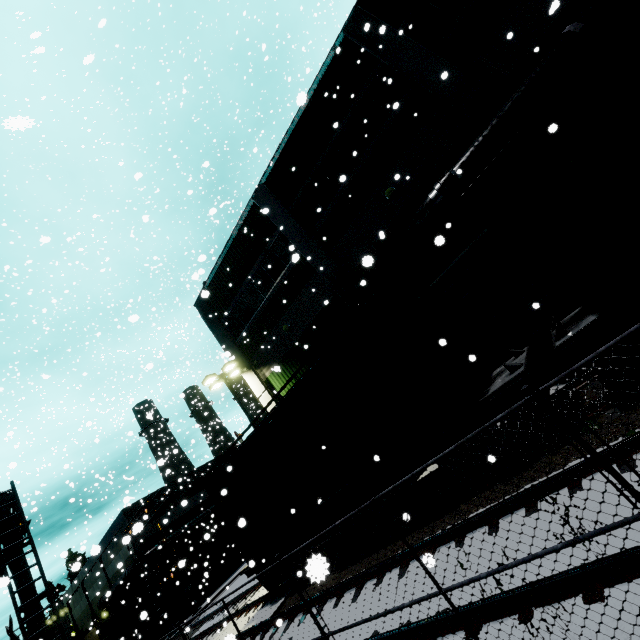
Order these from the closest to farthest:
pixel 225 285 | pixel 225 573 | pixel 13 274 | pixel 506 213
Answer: pixel 506 213
pixel 225 285
pixel 13 274
pixel 225 573

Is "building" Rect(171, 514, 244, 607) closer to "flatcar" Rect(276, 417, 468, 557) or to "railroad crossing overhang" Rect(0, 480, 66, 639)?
"flatcar" Rect(276, 417, 468, 557)

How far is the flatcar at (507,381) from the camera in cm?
669

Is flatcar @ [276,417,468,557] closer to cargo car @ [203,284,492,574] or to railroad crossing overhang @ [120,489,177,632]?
cargo car @ [203,284,492,574]

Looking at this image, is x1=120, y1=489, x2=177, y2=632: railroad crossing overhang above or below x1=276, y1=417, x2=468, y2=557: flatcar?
above

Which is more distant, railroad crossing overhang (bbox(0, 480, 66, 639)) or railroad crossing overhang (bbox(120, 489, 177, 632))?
railroad crossing overhang (bbox(120, 489, 177, 632))

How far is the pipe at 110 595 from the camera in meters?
27.7

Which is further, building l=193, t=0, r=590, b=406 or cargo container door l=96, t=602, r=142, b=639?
cargo container door l=96, t=602, r=142, b=639
